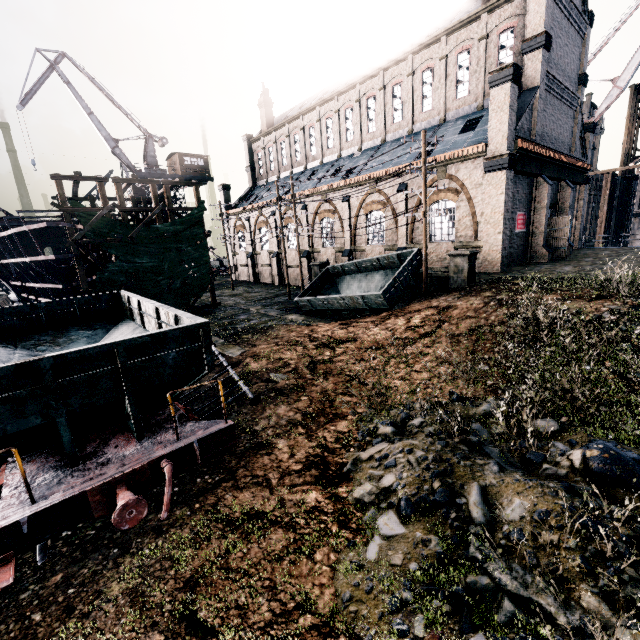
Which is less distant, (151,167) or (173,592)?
(173,592)

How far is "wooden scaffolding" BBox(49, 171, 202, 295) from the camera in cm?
1986

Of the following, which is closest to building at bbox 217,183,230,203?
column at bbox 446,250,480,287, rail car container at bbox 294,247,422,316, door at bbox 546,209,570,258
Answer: door at bbox 546,209,570,258

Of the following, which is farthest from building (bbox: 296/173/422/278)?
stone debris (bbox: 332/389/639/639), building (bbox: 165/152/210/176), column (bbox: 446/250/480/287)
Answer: stone debris (bbox: 332/389/639/639)

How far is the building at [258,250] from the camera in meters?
38.2 m

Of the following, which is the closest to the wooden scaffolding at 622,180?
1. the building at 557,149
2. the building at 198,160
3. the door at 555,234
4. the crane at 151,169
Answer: the building at 557,149

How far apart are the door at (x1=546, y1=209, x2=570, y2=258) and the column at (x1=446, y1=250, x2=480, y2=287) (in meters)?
12.62

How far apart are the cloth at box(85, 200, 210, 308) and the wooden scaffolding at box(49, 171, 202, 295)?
0.0 meters
